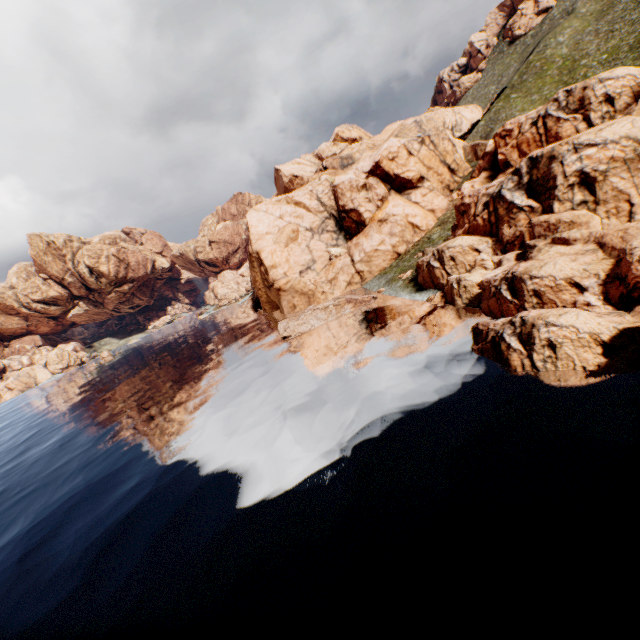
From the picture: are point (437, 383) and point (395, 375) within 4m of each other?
yes
